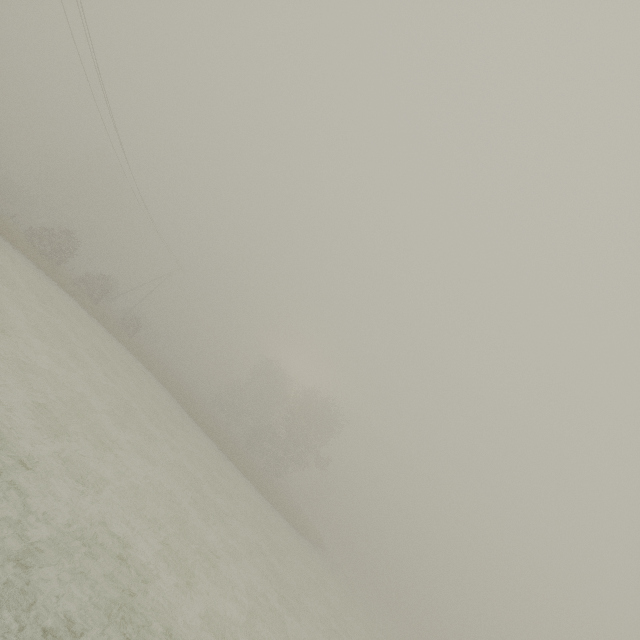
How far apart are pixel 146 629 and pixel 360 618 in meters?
25.7 m
